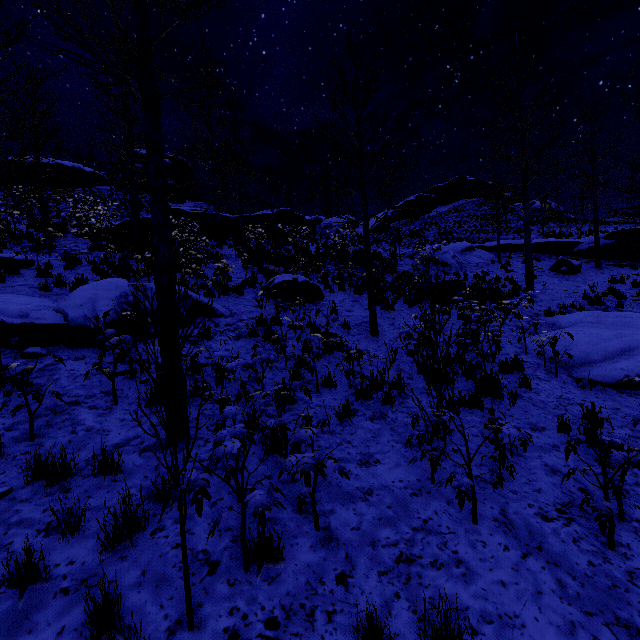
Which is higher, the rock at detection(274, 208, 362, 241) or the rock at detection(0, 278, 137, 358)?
the rock at detection(274, 208, 362, 241)

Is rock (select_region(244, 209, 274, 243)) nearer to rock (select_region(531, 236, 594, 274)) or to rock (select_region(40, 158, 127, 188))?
rock (select_region(531, 236, 594, 274))

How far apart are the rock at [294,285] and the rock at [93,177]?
28.12m

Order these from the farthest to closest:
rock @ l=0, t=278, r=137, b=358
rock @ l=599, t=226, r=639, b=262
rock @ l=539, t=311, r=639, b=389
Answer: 1. rock @ l=599, t=226, r=639, b=262
2. rock @ l=539, t=311, r=639, b=389
3. rock @ l=0, t=278, r=137, b=358

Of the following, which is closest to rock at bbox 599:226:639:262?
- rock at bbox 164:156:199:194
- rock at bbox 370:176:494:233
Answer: rock at bbox 370:176:494:233

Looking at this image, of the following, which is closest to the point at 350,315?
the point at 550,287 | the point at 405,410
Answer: the point at 405,410

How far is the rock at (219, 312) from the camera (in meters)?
8.00

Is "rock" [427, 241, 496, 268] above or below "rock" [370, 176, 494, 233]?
below
